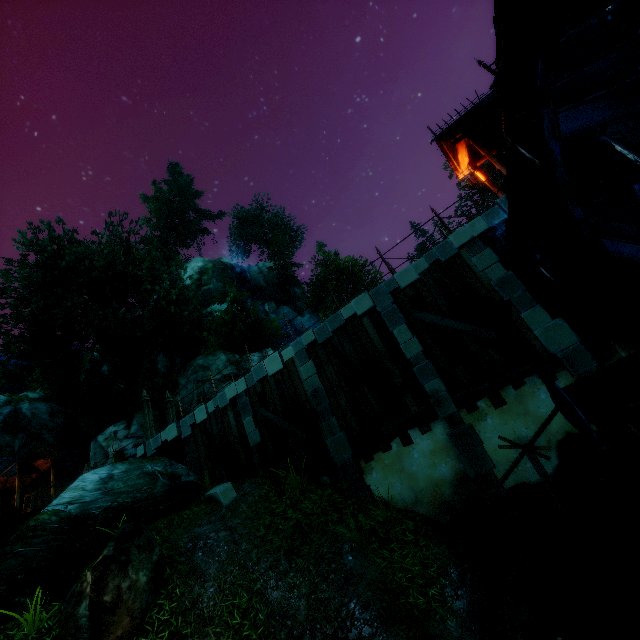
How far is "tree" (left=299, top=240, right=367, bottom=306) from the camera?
41.4m

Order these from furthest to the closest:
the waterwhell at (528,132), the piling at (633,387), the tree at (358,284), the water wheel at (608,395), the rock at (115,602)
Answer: the tree at (358,284) → the rock at (115,602) → the waterwhell at (528,132) → the water wheel at (608,395) → the piling at (633,387)

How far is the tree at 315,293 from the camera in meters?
41.4

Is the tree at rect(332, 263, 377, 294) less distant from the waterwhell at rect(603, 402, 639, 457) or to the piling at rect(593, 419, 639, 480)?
the waterwhell at rect(603, 402, 639, 457)

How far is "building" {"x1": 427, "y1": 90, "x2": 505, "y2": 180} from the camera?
10.4 meters

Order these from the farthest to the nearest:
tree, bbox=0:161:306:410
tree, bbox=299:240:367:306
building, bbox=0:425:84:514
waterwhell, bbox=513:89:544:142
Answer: tree, bbox=299:240:367:306 → tree, bbox=0:161:306:410 → building, bbox=0:425:84:514 → waterwhell, bbox=513:89:544:142

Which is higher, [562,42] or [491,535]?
[562,42]
